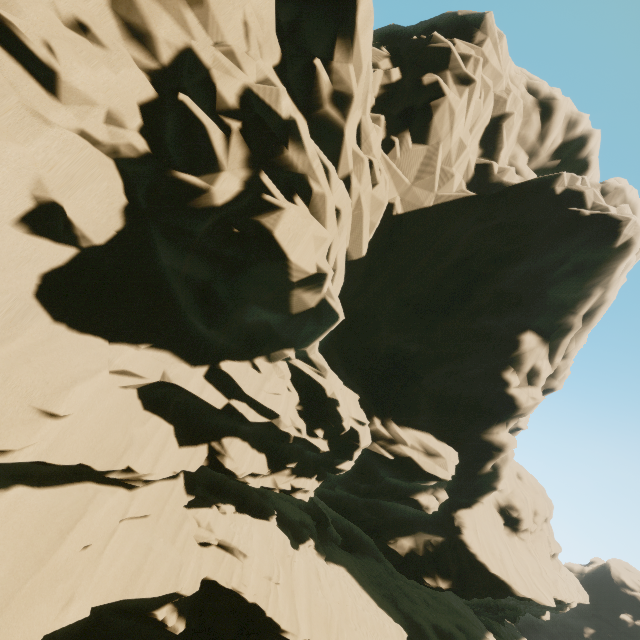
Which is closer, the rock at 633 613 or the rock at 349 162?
the rock at 349 162

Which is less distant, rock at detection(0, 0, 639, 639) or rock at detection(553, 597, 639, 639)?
rock at detection(0, 0, 639, 639)

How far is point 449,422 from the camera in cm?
2377
